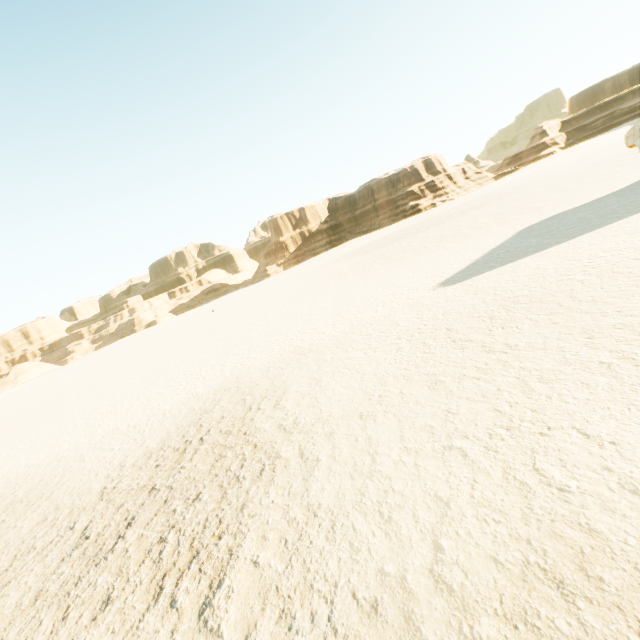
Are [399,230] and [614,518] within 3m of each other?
no
